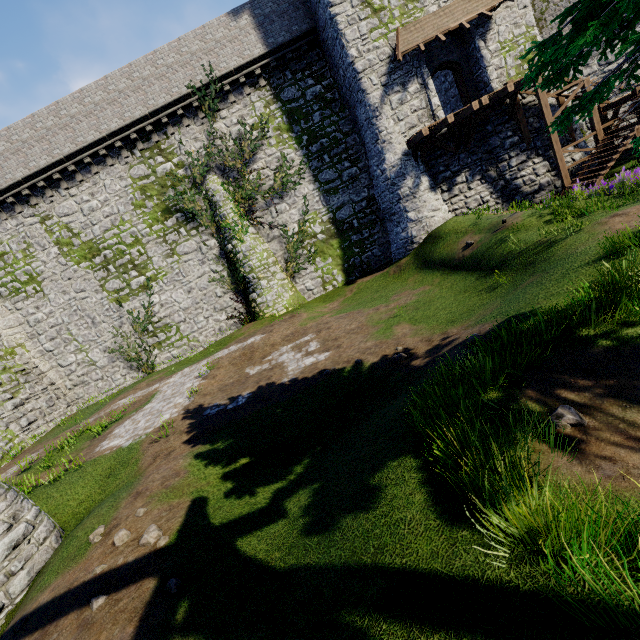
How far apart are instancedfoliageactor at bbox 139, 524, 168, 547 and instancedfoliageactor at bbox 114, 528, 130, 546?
0.4m

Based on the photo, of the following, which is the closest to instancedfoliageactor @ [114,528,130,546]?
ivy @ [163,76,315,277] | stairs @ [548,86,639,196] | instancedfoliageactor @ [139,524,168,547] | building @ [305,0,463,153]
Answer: instancedfoliageactor @ [139,524,168,547]

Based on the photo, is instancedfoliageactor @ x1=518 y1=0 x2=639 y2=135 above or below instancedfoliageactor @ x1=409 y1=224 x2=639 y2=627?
above

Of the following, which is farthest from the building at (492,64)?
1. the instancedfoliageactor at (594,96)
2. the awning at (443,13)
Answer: the instancedfoliageactor at (594,96)

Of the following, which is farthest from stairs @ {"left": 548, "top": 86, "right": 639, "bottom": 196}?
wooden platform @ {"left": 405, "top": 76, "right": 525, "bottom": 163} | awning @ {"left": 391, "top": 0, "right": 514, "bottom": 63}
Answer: awning @ {"left": 391, "top": 0, "right": 514, "bottom": 63}

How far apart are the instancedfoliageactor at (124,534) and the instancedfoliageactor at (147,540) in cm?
40

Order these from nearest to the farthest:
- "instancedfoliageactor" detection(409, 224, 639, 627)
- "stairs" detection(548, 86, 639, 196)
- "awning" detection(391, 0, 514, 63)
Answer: "instancedfoliageactor" detection(409, 224, 639, 627) < "stairs" detection(548, 86, 639, 196) < "awning" detection(391, 0, 514, 63)

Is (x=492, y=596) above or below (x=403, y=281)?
above
